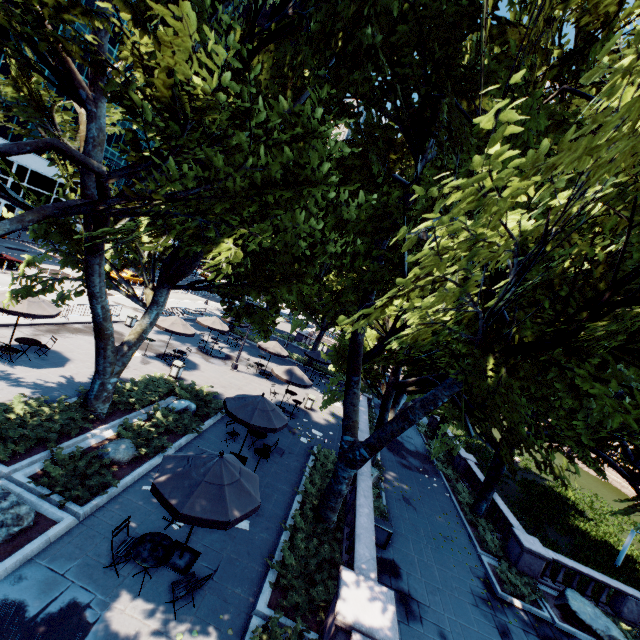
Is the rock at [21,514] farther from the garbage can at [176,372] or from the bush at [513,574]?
the bush at [513,574]

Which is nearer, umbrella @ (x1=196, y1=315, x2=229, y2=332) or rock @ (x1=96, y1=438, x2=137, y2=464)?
rock @ (x1=96, y1=438, x2=137, y2=464)

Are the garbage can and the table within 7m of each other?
no

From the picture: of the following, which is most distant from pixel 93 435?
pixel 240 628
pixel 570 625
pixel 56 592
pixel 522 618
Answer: pixel 570 625

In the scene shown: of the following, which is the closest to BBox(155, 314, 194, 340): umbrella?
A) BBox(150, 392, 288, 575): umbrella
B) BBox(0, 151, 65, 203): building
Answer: BBox(150, 392, 288, 575): umbrella

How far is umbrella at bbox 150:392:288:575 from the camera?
7.2m

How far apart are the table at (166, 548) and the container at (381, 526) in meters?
9.1

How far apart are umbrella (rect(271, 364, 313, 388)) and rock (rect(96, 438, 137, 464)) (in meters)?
9.12
